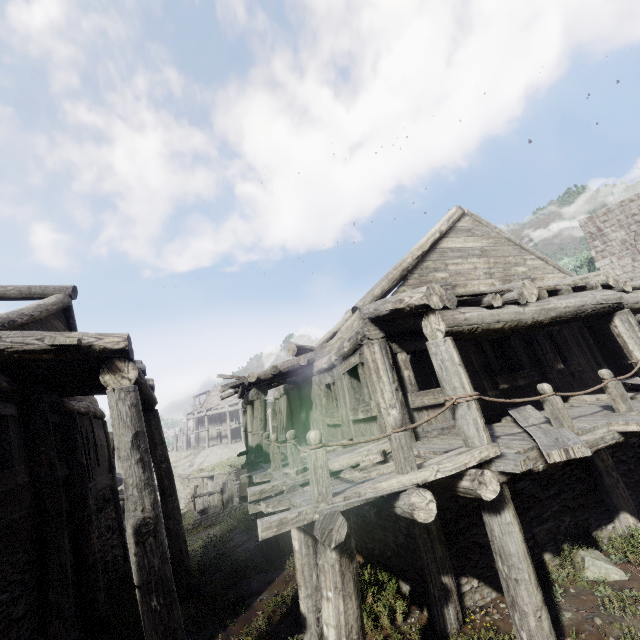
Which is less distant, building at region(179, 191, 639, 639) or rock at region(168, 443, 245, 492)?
building at region(179, 191, 639, 639)

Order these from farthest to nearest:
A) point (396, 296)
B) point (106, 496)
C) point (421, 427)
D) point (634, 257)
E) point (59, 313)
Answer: point (634, 257)
point (106, 496)
point (59, 313)
point (421, 427)
point (396, 296)

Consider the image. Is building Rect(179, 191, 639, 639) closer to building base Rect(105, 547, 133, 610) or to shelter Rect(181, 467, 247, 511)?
building base Rect(105, 547, 133, 610)

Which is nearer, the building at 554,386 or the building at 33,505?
the building at 554,386

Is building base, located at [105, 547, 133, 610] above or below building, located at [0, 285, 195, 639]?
below

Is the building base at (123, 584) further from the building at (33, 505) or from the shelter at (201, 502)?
the shelter at (201, 502)

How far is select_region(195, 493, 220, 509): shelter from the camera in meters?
26.2
